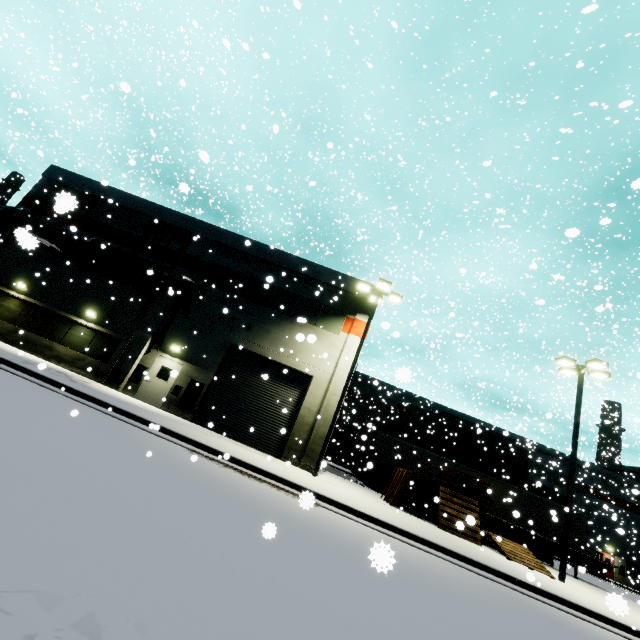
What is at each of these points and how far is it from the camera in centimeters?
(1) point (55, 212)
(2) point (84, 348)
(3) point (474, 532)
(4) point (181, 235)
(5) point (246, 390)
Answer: (1) building, 2005cm
(2) building, 1745cm
(3) pallet, 1557cm
(4) tree, 1997cm
(5) roll-up door, 1739cm

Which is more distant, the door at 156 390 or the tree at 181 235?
the tree at 181 235

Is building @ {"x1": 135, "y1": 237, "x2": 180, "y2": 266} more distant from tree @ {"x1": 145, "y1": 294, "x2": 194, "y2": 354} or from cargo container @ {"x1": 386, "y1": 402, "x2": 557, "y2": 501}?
cargo container @ {"x1": 386, "y1": 402, "x2": 557, "y2": 501}

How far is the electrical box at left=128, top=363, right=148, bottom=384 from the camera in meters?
16.7 m

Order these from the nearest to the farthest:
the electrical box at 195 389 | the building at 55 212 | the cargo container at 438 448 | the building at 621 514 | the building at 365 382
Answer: the building at 55 212 < the electrical box at 195 389 < the cargo container at 438 448 < the building at 621 514 < the building at 365 382

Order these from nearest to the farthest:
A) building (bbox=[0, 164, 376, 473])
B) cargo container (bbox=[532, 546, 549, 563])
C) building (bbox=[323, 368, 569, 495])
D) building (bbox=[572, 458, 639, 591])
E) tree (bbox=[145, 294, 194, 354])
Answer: building (bbox=[0, 164, 376, 473]) → tree (bbox=[145, 294, 194, 354]) → cargo container (bbox=[532, 546, 549, 563]) → building (bbox=[572, 458, 639, 591]) → building (bbox=[323, 368, 569, 495])

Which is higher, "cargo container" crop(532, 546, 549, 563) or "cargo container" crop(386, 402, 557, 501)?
"cargo container" crop(386, 402, 557, 501)

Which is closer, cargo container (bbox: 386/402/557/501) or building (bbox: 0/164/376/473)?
building (bbox: 0/164/376/473)
